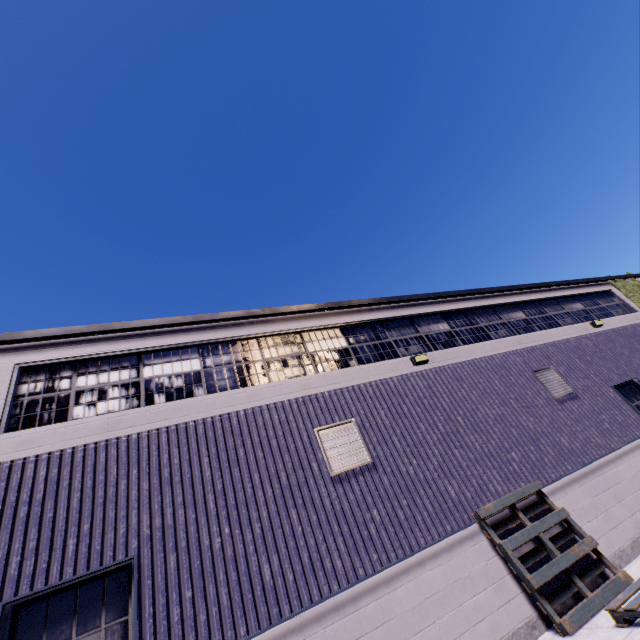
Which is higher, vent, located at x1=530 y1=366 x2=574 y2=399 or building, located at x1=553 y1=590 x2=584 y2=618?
vent, located at x1=530 y1=366 x2=574 y2=399

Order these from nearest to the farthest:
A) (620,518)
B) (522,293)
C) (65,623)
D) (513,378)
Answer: (65,623)
(620,518)
(513,378)
(522,293)

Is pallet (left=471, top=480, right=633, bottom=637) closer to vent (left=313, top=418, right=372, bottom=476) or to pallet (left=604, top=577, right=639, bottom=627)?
pallet (left=604, top=577, right=639, bottom=627)

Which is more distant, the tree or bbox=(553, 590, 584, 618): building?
the tree

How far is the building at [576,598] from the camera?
5.7m

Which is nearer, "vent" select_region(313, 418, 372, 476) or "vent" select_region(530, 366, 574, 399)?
"vent" select_region(313, 418, 372, 476)

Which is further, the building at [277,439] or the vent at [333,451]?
the vent at [333,451]

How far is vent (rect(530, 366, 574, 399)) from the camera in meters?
9.5
